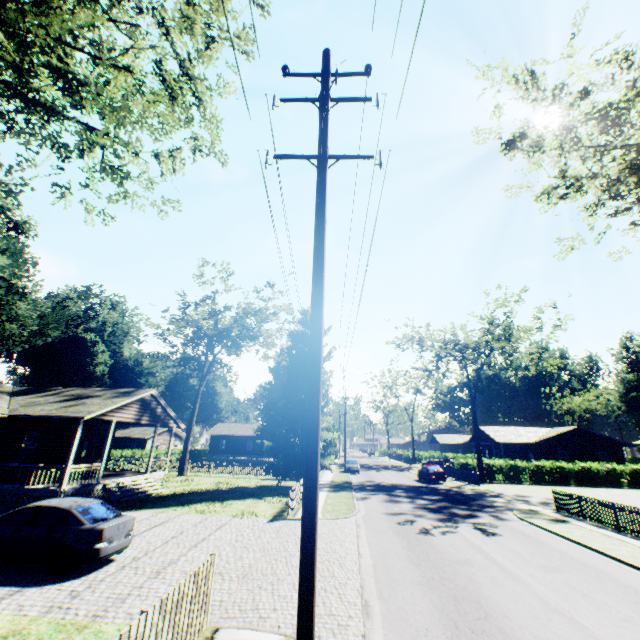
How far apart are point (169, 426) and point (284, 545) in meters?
19.1 m

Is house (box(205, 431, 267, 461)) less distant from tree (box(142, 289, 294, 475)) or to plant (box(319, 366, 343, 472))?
plant (box(319, 366, 343, 472))

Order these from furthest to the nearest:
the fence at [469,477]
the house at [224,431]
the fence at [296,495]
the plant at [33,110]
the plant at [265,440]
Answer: the house at [224,431], the fence at [469,477], the plant at [265,440], the fence at [296,495], the plant at [33,110]

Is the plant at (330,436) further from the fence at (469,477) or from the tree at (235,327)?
the fence at (469,477)

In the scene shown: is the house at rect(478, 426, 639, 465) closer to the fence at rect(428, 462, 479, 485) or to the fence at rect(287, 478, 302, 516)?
the fence at rect(428, 462, 479, 485)

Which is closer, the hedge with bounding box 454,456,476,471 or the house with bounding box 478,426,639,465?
the hedge with bounding box 454,456,476,471

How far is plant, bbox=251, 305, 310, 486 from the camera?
26.2 meters

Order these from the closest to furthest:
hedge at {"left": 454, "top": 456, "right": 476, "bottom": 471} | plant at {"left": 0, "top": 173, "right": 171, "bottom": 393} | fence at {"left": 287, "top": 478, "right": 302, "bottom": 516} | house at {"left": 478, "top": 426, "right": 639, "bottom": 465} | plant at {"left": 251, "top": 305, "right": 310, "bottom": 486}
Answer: fence at {"left": 287, "top": 478, "right": 302, "bottom": 516} → plant at {"left": 0, "top": 173, "right": 171, "bottom": 393} → plant at {"left": 251, "top": 305, "right": 310, "bottom": 486} → hedge at {"left": 454, "top": 456, "right": 476, "bottom": 471} → house at {"left": 478, "top": 426, "right": 639, "bottom": 465}
